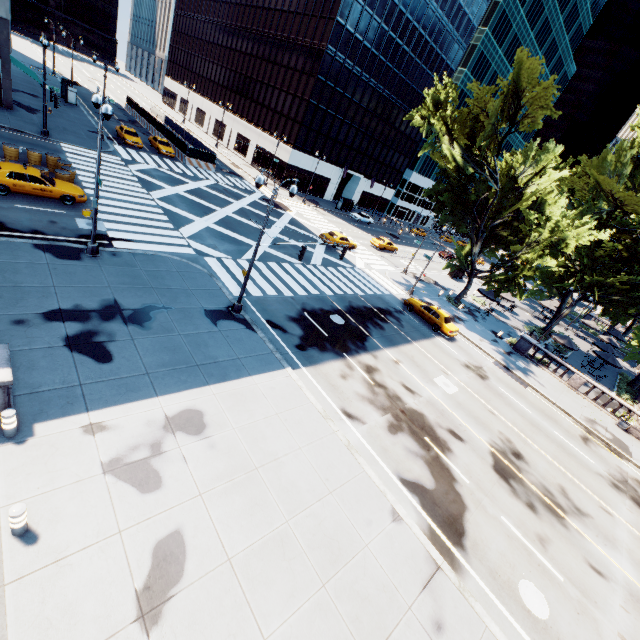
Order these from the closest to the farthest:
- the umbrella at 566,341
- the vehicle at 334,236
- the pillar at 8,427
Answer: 1. the pillar at 8,427
2. the umbrella at 566,341
3. the vehicle at 334,236

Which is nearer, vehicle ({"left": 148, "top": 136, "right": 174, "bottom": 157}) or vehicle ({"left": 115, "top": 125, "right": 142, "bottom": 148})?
vehicle ({"left": 115, "top": 125, "right": 142, "bottom": 148})

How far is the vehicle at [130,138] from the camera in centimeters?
3644cm

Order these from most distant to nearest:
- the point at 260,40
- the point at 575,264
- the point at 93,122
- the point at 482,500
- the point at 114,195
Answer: the point at 260,40
the point at 93,122
the point at 575,264
the point at 114,195
the point at 482,500

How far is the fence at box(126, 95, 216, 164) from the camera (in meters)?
41.03

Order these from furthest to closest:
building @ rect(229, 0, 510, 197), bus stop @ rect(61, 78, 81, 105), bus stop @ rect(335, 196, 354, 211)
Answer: bus stop @ rect(335, 196, 354, 211) < building @ rect(229, 0, 510, 197) < bus stop @ rect(61, 78, 81, 105)

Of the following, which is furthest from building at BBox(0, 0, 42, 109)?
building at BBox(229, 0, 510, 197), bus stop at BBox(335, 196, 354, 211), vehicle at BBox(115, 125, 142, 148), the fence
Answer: bus stop at BBox(335, 196, 354, 211)

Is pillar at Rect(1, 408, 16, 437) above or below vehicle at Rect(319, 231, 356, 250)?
below
